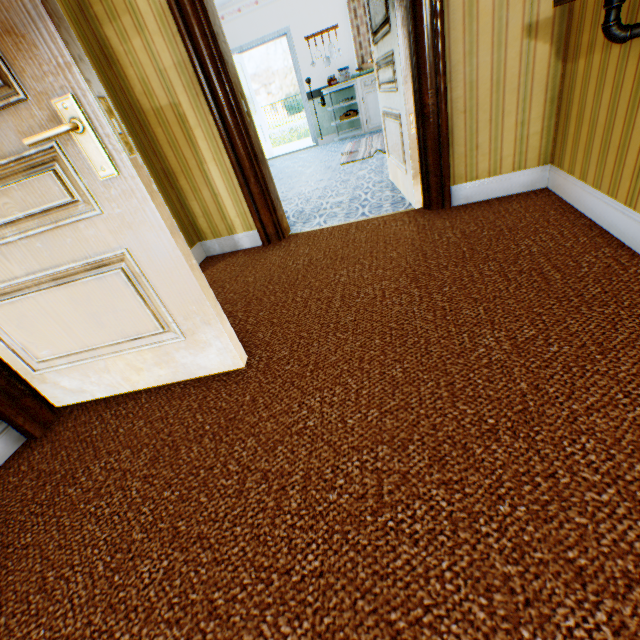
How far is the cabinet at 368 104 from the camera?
6.5 meters

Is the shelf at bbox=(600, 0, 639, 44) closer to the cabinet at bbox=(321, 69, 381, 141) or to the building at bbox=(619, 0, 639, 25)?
the building at bbox=(619, 0, 639, 25)

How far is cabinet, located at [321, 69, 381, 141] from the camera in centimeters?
645cm

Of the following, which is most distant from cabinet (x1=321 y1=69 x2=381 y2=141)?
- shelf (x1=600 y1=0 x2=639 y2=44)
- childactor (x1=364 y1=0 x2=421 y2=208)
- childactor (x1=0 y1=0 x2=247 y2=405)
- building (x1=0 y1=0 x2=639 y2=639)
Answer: childactor (x1=0 y1=0 x2=247 y2=405)

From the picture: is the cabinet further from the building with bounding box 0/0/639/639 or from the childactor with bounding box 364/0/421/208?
the childactor with bounding box 364/0/421/208

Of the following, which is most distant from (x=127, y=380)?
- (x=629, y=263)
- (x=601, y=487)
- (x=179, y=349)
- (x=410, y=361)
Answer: (x=629, y=263)

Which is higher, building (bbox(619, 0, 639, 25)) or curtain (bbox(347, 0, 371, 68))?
curtain (bbox(347, 0, 371, 68))

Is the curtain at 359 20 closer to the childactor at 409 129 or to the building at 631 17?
the building at 631 17
